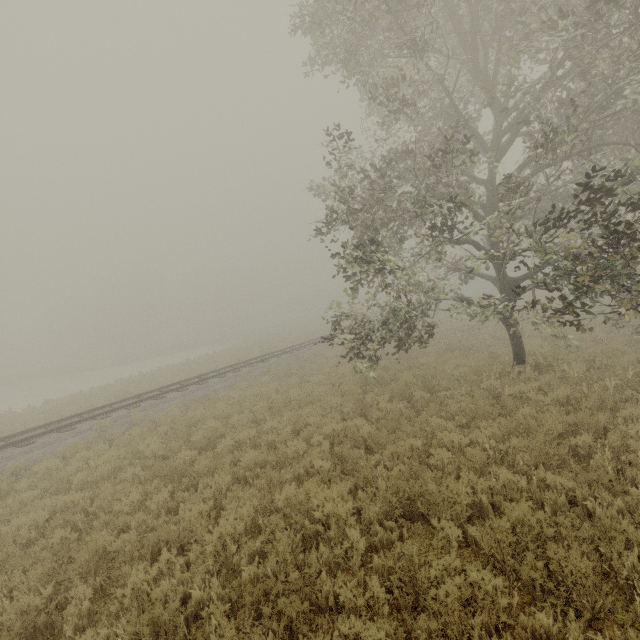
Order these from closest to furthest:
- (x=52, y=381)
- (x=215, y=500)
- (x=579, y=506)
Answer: (x=579, y=506), (x=215, y=500), (x=52, y=381)
